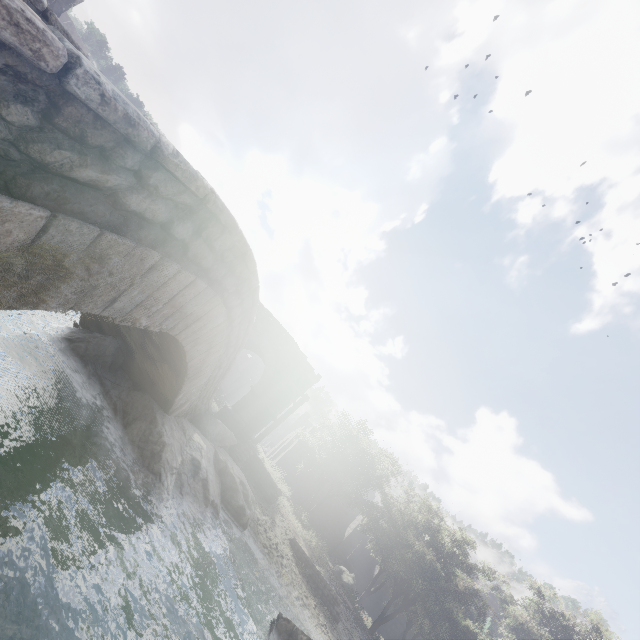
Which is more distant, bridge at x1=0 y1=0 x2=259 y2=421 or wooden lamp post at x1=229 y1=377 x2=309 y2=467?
wooden lamp post at x1=229 y1=377 x2=309 y2=467

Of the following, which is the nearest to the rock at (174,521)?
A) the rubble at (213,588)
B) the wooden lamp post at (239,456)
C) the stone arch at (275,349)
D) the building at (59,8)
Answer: the rubble at (213,588)

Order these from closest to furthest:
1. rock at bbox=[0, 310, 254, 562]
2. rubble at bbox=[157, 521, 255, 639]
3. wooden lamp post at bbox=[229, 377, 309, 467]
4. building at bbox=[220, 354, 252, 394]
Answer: rock at bbox=[0, 310, 254, 562] < rubble at bbox=[157, 521, 255, 639] < wooden lamp post at bbox=[229, 377, 309, 467] < building at bbox=[220, 354, 252, 394]

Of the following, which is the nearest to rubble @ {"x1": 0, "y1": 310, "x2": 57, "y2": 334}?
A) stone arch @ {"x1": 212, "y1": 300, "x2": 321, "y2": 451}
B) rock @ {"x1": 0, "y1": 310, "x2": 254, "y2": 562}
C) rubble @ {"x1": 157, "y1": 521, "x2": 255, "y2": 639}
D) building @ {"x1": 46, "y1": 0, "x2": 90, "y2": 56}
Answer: rock @ {"x1": 0, "y1": 310, "x2": 254, "y2": 562}

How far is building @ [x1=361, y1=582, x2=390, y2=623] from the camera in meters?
30.4 m

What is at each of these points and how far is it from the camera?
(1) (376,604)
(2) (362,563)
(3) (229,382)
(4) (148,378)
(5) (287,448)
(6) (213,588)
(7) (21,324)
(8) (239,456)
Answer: (1) building, 31.0 meters
(2) building, 35.8 meters
(3) building, 47.8 meters
(4) bridge, 8.2 meters
(5) building, 36.7 meters
(6) rubble, 9.1 meters
(7) rubble, 8.5 meters
(8) wooden lamp post, 15.2 meters

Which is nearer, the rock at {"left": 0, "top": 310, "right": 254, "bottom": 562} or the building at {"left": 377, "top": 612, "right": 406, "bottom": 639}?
the rock at {"left": 0, "top": 310, "right": 254, "bottom": 562}

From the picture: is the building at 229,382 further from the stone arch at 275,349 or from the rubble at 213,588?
the rubble at 213,588
